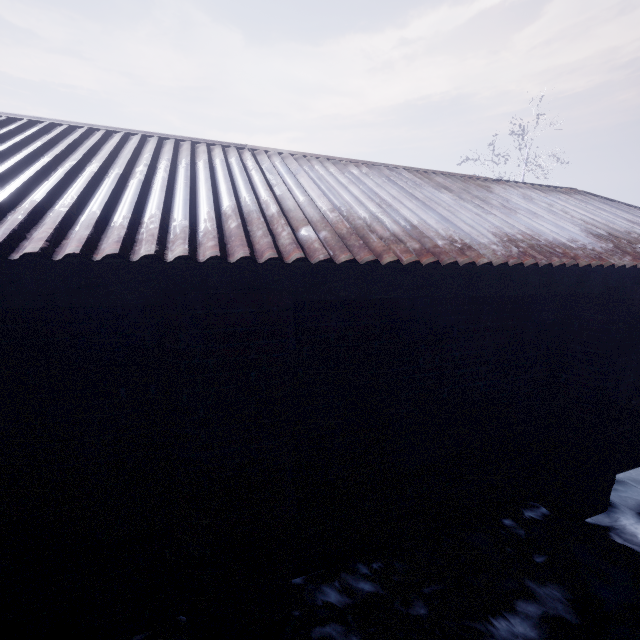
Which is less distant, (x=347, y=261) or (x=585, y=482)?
(x=347, y=261)
